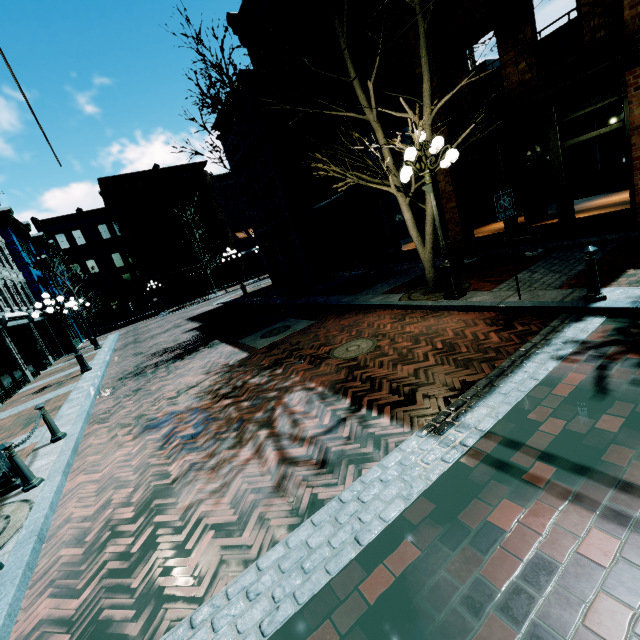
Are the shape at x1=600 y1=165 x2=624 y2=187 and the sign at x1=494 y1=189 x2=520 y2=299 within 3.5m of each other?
no

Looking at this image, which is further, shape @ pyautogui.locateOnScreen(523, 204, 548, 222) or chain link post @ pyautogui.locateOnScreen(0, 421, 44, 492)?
shape @ pyautogui.locateOnScreen(523, 204, 548, 222)

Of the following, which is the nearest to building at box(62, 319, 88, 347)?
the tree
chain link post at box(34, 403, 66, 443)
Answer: chain link post at box(34, 403, 66, 443)

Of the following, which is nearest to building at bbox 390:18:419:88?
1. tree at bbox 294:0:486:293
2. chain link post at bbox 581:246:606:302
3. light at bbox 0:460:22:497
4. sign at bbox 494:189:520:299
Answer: tree at bbox 294:0:486:293

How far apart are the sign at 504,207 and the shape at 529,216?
9.46m

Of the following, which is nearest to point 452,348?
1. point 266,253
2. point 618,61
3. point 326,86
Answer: point 618,61

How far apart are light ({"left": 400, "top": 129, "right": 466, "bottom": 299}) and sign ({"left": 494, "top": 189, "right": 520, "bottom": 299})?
1.2 meters

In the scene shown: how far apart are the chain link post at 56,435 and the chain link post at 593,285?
10.29m
